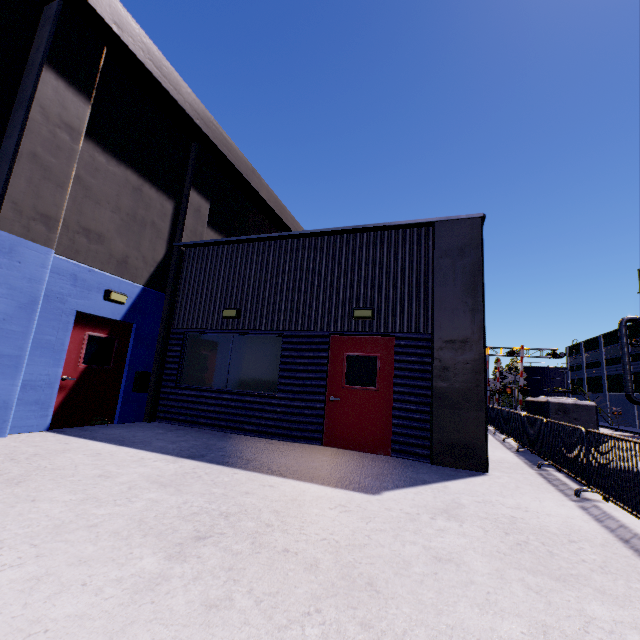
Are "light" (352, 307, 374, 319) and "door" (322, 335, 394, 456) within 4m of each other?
yes

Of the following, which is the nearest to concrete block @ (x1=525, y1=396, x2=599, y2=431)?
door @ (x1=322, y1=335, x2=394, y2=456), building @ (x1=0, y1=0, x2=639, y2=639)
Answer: building @ (x1=0, y1=0, x2=639, y2=639)

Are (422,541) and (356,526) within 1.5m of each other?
yes

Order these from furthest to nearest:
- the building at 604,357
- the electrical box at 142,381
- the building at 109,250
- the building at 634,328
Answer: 1. the building at 604,357
2. the building at 634,328
3. the electrical box at 142,381
4. the building at 109,250

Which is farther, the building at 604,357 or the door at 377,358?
the building at 604,357

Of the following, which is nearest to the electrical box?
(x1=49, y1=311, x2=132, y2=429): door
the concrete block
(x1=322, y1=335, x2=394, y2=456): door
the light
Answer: (x1=49, y1=311, x2=132, y2=429): door

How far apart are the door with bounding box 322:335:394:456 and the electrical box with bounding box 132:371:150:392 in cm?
482

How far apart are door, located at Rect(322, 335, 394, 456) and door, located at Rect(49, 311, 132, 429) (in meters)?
5.02
